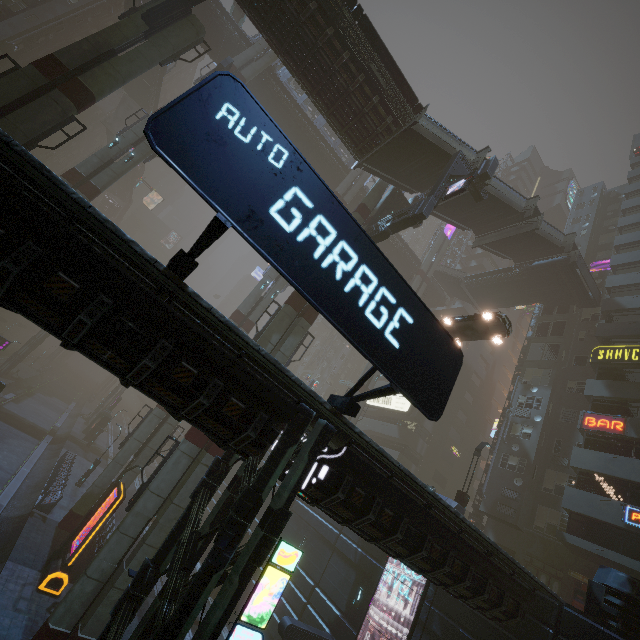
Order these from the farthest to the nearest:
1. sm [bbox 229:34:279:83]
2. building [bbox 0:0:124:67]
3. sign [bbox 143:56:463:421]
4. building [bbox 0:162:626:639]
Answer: building [bbox 0:0:124:67] → sm [bbox 229:34:279:83] → building [bbox 0:162:626:639] → sign [bbox 143:56:463:421]

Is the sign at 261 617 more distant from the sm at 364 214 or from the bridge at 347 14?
the bridge at 347 14

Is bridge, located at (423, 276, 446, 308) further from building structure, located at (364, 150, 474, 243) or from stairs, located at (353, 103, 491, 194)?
building structure, located at (364, 150, 474, 243)

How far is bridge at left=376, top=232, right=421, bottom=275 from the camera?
43.4m

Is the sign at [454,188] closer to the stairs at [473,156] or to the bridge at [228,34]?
the stairs at [473,156]

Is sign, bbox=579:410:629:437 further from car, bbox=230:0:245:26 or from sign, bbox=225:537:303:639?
car, bbox=230:0:245:26

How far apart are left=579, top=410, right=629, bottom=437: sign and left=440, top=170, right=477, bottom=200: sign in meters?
Answer: 20.2

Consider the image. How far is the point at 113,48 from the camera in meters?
15.4
